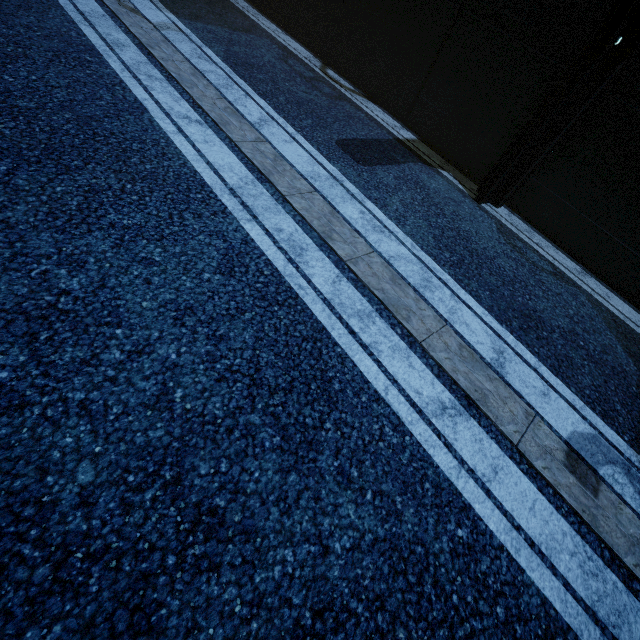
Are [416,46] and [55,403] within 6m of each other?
no
